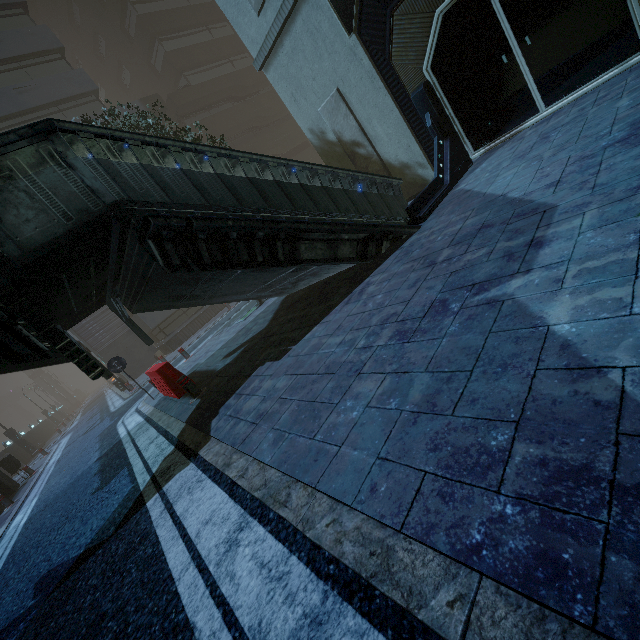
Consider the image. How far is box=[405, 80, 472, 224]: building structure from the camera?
6.8 meters

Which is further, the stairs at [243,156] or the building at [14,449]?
the building at [14,449]

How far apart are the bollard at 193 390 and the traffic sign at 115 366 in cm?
410

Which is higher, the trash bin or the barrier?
the trash bin

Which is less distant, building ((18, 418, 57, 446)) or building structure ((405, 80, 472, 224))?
building structure ((405, 80, 472, 224))

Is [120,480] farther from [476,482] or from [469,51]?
[469,51]

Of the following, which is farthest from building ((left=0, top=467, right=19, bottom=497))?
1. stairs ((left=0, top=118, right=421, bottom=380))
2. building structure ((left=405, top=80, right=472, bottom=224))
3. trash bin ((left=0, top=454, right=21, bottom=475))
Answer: stairs ((left=0, top=118, right=421, bottom=380))

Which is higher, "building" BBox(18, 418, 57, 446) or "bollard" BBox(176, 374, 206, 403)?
"building" BBox(18, 418, 57, 446)
